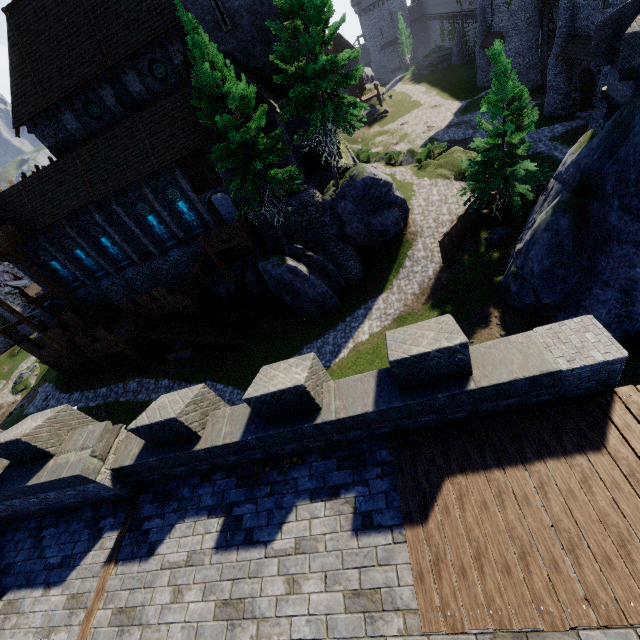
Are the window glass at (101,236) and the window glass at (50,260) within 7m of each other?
yes

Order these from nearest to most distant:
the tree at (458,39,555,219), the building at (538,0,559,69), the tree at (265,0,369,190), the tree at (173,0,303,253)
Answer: the tree at (265,0,369,190), the tree at (173,0,303,253), the tree at (458,39,555,219), the building at (538,0,559,69)

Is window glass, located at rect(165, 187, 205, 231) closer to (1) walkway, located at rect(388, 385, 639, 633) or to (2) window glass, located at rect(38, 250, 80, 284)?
(2) window glass, located at rect(38, 250, 80, 284)

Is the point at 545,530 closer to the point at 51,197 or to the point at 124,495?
the point at 124,495

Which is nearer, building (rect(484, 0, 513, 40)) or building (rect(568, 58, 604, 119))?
building (rect(568, 58, 604, 119))

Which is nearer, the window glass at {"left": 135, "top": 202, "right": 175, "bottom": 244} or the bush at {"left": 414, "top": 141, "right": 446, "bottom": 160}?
the window glass at {"left": 135, "top": 202, "right": 175, "bottom": 244}

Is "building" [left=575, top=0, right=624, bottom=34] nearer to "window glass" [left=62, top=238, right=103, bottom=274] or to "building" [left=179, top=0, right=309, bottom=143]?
"building" [left=179, top=0, right=309, bottom=143]

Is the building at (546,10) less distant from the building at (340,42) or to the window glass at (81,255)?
the building at (340,42)
